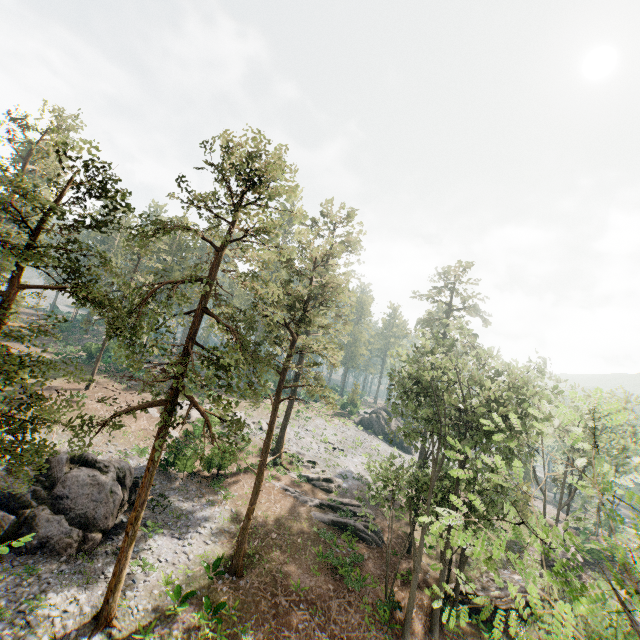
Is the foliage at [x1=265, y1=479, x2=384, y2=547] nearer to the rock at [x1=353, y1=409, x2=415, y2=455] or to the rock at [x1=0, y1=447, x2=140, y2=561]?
the rock at [x1=353, y1=409, x2=415, y2=455]

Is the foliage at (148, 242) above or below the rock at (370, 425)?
above

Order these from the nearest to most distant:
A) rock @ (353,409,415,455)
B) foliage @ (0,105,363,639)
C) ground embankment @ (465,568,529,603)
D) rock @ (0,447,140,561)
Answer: foliage @ (0,105,363,639), rock @ (0,447,140,561), ground embankment @ (465,568,529,603), rock @ (353,409,415,455)

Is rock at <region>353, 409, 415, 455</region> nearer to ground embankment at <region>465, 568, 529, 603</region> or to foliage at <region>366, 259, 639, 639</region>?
foliage at <region>366, 259, 639, 639</region>

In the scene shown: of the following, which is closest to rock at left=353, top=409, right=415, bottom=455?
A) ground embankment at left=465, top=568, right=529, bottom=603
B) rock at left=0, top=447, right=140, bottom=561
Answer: ground embankment at left=465, top=568, right=529, bottom=603

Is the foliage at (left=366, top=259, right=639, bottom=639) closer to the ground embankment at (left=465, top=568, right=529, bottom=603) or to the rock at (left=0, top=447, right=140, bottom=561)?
the ground embankment at (left=465, top=568, right=529, bottom=603)

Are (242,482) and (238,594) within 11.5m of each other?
yes

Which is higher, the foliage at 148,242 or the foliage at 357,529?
the foliage at 148,242
